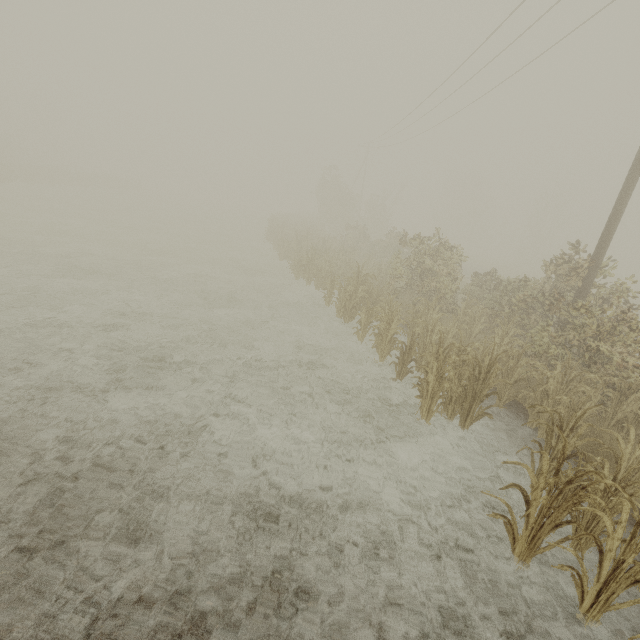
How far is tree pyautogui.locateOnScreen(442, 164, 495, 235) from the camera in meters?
55.9

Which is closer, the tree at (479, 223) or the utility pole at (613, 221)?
the utility pole at (613, 221)

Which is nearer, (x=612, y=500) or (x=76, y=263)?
(x=612, y=500)

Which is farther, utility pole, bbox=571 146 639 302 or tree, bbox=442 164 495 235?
tree, bbox=442 164 495 235

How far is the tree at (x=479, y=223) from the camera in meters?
55.9
